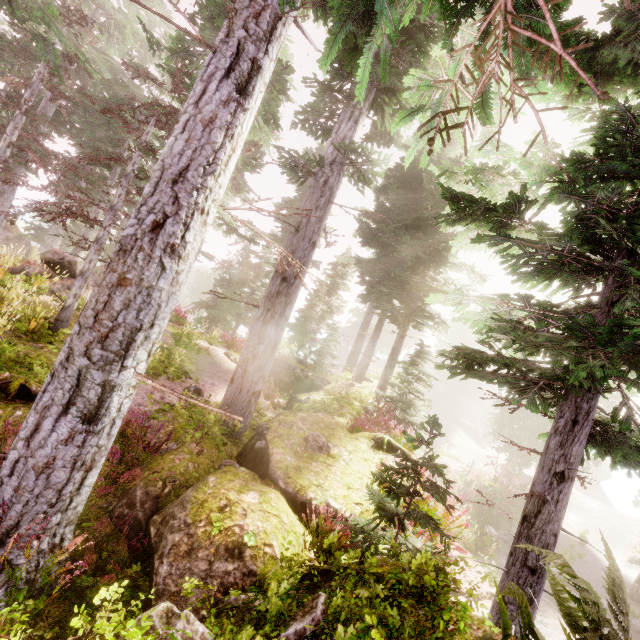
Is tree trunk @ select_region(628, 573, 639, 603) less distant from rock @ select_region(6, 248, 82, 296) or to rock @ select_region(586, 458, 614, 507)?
rock @ select_region(6, 248, 82, 296)

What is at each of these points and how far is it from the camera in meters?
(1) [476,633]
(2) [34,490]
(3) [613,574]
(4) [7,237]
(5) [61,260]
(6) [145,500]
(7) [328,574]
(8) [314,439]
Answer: (1) rock, 3.2
(2) instancedfoliageactor, 3.0
(3) instancedfoliageactor, 2.7
(4) rock, 26.8
(5) rock, 11.6
(6) rock, 4.2
(7) rock, 3.4
(8) instancedfoliageactor, 6.1

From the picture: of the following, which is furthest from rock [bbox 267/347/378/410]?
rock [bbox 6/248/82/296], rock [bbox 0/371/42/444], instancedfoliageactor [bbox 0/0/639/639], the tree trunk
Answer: the tree trunk

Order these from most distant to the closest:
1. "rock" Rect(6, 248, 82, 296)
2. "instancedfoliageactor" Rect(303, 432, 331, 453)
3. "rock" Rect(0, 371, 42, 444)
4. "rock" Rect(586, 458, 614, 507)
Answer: "rock" Rect(586, 458, 614, 507), "rock" Rect(6, 248, 82, 296), "instancedfoliageactor" Rect(303, 432, 331, 453), "rock" Rect(0, 371, 42, 444)

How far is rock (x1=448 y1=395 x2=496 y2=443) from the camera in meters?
43.2

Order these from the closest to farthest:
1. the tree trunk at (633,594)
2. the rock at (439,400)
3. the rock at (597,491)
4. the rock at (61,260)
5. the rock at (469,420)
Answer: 1. the rock at (61,260)
2. the tree trunk at (633,594)
3. the rock at (469,420)
4. the rock at (597,491)
5. the rock at (439,400)

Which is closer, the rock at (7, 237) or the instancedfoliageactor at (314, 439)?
the instancedfoliageactor at (314, 439)

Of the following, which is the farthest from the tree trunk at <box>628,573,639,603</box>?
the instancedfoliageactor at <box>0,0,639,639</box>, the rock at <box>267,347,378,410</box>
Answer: the rock at <box>267,347,378,410</box>
